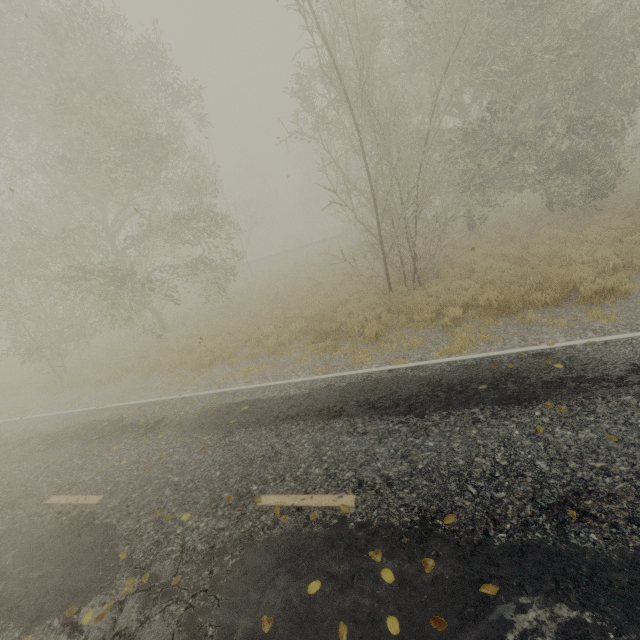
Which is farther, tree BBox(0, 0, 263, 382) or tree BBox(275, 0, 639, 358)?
tree BBox(0, 0, 263, 382)

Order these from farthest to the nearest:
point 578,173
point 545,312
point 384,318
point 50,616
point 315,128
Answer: point 315,128
point 578,173
point 384,318
point 545,312
point 50,616

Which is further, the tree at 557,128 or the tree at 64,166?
the tree at 64,166
